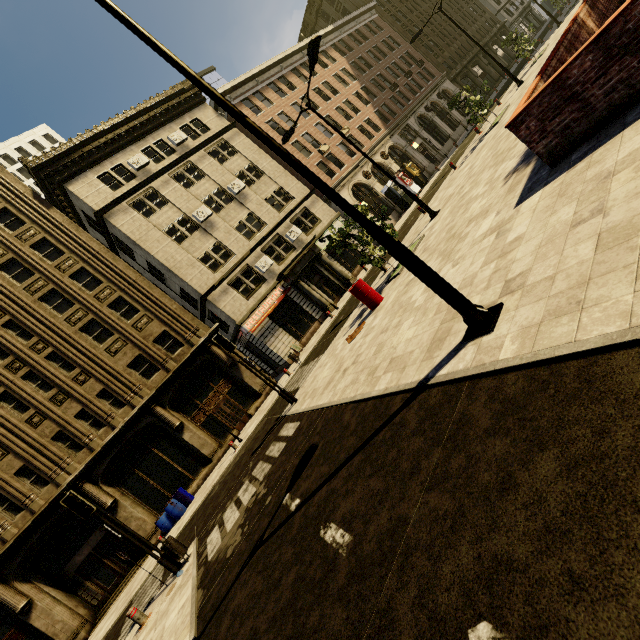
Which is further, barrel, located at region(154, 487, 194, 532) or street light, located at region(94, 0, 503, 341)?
barrel, located at region(154, 487, 194, 532)

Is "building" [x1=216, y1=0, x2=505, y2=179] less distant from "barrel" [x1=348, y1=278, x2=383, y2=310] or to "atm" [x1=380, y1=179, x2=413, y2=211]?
"atm" [x1=380, y1=179, x2=413, y2=211]

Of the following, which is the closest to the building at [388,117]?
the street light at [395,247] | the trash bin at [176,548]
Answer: the street light at [395,247]

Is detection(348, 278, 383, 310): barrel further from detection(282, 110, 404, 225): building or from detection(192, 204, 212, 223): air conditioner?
detection(192, 204, 212, 223): air conditioner

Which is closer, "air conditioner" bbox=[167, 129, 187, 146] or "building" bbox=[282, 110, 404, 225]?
"air conditioner" bbox=[167, 129, 187, 146]

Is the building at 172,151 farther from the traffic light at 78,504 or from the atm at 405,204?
the traffic light at 78,504

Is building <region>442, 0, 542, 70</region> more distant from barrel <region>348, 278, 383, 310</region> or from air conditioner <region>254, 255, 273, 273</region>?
barrel <region>348, 278, 383, 310</region>

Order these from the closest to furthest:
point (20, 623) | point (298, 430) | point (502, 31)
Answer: point (298, 430), point (20, 623), point (502, 31)
